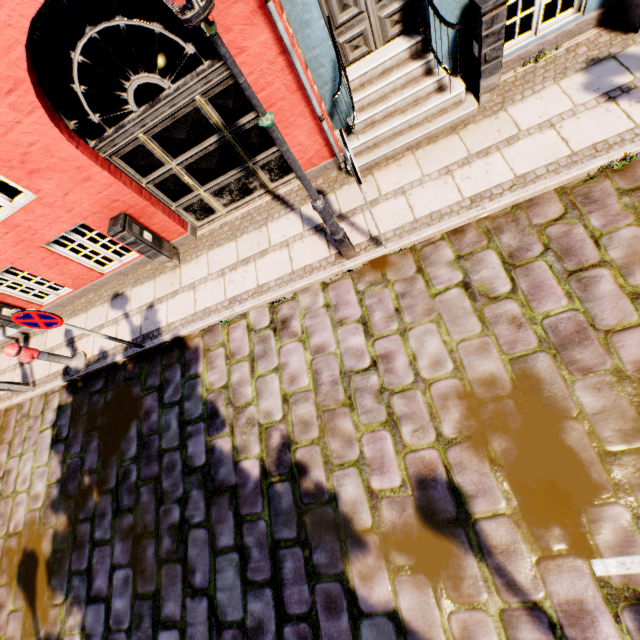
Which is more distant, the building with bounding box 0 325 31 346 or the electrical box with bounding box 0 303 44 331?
the building with bounding box 0 325 31 346

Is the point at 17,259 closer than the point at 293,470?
No

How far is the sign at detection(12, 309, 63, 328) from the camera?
4.31m

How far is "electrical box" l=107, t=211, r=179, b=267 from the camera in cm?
532

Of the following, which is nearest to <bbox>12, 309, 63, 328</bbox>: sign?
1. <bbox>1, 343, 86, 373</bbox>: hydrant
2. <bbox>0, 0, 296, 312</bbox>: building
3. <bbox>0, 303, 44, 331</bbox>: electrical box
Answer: <bbox>1, 343, 86, 373</bbox>: hydrant

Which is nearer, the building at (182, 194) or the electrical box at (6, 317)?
the building at (182, 194)

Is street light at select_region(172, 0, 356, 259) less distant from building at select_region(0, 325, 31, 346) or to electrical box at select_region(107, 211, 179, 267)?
electrical box at select_region(107, 211, 179, 267)

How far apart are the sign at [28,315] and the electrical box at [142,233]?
1.6m
